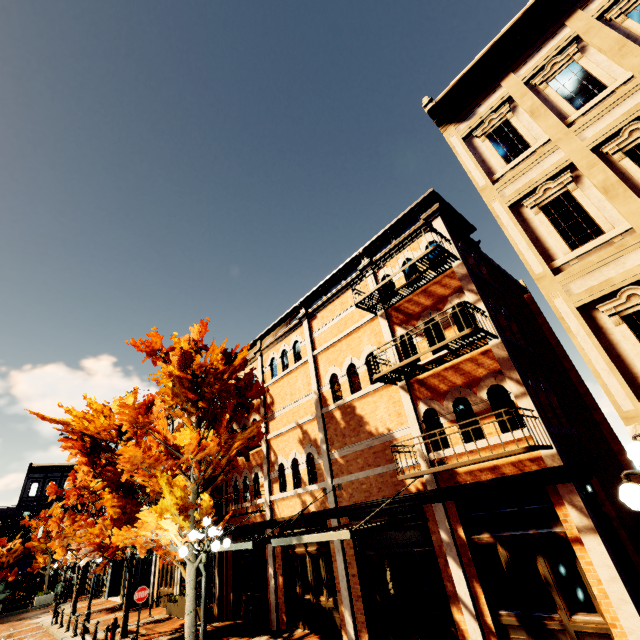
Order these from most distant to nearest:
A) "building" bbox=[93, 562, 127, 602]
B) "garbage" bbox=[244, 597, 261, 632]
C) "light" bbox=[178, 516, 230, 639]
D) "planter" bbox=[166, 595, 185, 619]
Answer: "building" bbox=[93, 562, 127, 602], "planter" bbox=[166, 595, 185, 619], "garbage" bbox=[244, 597, 261, 632], "light" bbox=[178, 516, 230, 639]

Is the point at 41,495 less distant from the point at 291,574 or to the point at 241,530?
the point at 241,530

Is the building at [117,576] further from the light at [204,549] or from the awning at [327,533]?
the light at [204,549]

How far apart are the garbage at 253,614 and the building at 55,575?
39.87m

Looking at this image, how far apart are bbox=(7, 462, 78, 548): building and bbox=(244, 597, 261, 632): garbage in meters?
39.9

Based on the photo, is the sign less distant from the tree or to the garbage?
the tree

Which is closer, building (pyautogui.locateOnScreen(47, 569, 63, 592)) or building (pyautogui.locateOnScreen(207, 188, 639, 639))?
building (pyautogui.locateOnScreen(207, 188, 639, 639))

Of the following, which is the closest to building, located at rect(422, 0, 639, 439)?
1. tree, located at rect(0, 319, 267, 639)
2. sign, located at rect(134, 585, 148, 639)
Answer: tree, located at rect(0, 319, 267, 639)
